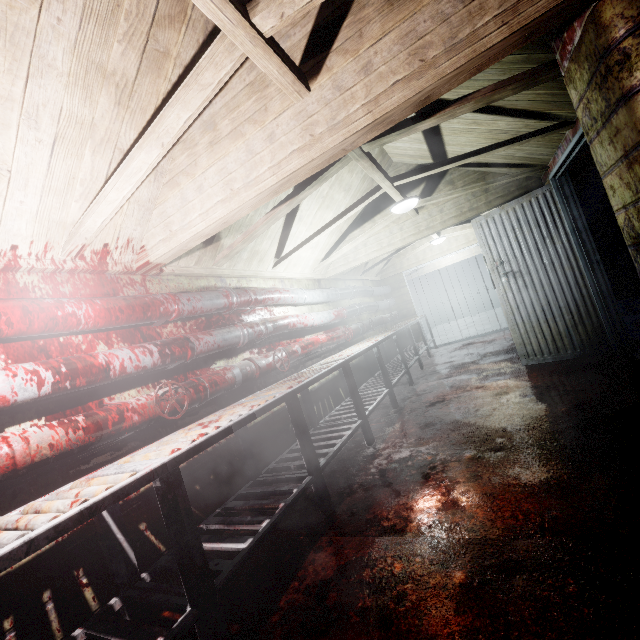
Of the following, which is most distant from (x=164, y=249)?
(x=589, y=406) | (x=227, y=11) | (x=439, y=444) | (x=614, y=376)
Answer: (x=614, y=376)

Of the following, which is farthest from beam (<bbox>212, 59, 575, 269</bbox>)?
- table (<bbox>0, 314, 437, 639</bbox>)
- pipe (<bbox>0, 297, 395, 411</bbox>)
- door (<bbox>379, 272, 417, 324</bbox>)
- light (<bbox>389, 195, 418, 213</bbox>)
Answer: door (<bbox>379, 272, 417, 324</bbox>)

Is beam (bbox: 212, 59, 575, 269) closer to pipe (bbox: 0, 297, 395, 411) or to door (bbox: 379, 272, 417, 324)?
pipe (bbox: 0, 297, 395, 411)

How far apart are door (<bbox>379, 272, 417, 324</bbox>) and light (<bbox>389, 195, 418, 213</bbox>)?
4.0m

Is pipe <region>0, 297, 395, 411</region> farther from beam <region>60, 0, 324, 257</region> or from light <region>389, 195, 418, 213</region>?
light <region>389, 195, 418, 213</region>

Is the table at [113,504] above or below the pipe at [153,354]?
below

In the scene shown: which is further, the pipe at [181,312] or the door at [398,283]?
the door at [398,283]

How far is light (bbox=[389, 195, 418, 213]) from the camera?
3.53m
